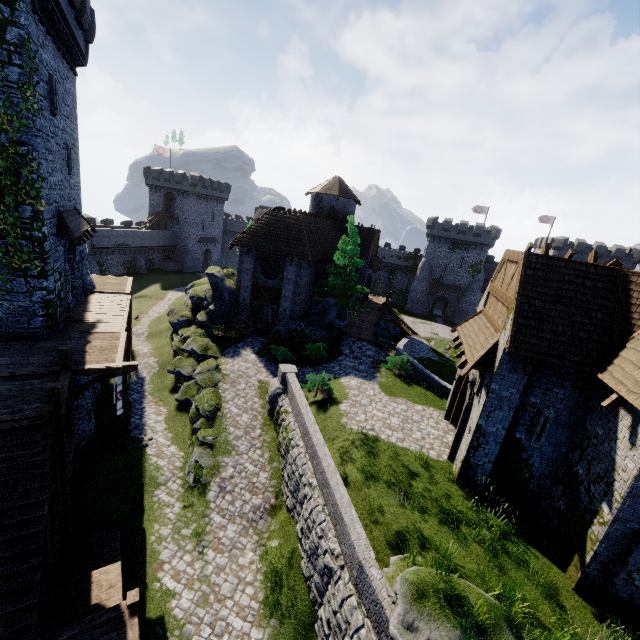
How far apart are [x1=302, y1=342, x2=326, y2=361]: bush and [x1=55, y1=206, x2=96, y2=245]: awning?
14.7m

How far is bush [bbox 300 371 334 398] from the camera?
18.0 meters

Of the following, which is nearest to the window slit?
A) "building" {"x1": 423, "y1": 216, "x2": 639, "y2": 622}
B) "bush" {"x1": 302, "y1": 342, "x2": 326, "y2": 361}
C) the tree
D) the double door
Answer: "building" {"x1": 423, "y1": 216, "x2": 639, "y2": 622}

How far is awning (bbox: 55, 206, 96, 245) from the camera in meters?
15.9 m

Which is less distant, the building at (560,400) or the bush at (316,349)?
the building at (560,400)

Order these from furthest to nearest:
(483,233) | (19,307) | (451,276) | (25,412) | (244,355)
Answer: (451,276)
(483,233)
(244,355)
(19,307)
(25,412)

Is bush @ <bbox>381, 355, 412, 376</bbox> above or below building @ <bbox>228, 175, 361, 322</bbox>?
below

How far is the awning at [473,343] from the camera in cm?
1165
